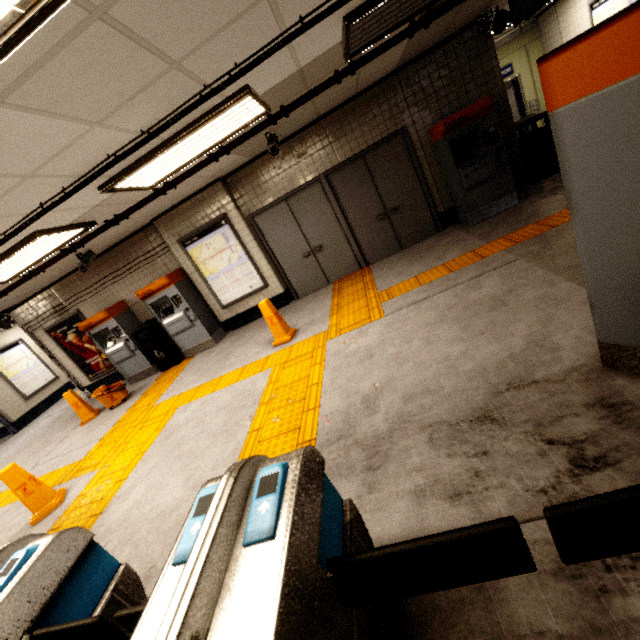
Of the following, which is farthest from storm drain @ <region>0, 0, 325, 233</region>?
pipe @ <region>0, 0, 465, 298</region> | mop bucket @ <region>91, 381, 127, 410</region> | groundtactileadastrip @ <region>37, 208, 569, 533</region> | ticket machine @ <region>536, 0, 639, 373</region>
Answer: groundtactileadastrip @ <region>37, 208, 569, 533</region>

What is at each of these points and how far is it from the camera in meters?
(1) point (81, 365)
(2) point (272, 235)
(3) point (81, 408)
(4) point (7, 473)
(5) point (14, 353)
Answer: (1) sign, 8.7 m
(2) door, 6.9 m
(3) wet floor cone, 7.0 m
(4) wet floor cone, 4.0 m
(5) sign, 10.5 m

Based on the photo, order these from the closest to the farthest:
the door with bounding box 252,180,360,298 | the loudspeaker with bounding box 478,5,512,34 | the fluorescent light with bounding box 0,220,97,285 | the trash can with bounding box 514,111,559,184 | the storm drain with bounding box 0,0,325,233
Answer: the storm drain with bounding box 0,0,325,233
the fluorescent light with bounding box 0,220,97,285
the loudspeaker with bounding box 478,5,512,34
the trash can with bounding box 514,111,559,184
the door with bounding box 252,180,360,298

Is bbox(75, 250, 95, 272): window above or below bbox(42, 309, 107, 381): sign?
above

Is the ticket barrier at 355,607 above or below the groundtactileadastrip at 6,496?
above

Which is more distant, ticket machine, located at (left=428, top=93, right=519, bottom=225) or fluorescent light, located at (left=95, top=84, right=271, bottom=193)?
ticket machine, located at (left=428, top=93, right=519, bottom=225)

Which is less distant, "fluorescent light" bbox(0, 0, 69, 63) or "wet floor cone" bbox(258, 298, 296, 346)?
"fluorescent light" bbox(0, 0, 69, 63)

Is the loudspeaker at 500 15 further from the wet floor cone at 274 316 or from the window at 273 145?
the wet floor cone at 274 316
